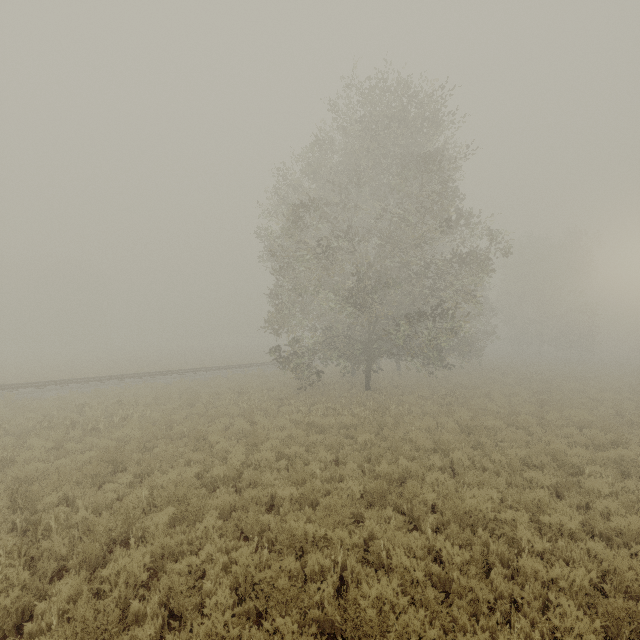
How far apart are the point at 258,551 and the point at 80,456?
6.7 meters
